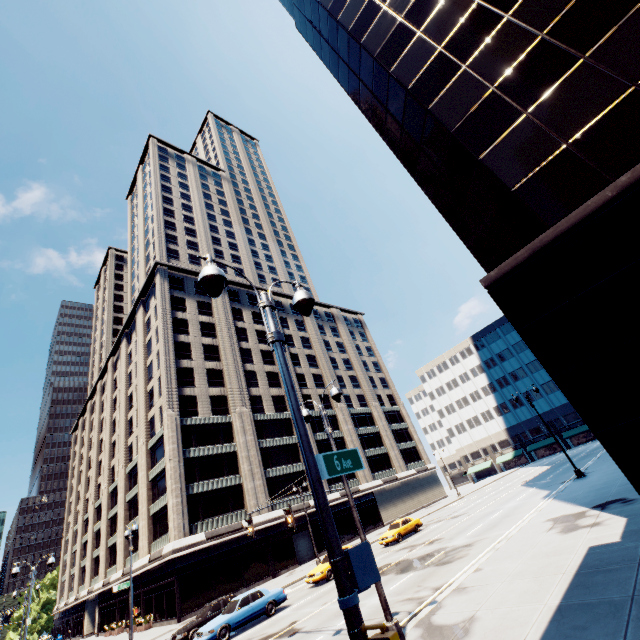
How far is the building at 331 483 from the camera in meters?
45.8 m

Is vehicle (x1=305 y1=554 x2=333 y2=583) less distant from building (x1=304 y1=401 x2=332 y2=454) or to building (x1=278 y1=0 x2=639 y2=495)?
building (x1=304 y1=401 x2=332 y2=454)

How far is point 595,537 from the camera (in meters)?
11.12

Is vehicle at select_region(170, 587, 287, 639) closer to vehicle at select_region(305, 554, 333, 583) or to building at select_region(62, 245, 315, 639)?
vehicle at select_region(305, 554, 333, 583)

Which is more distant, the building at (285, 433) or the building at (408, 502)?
the building at (408, 502)

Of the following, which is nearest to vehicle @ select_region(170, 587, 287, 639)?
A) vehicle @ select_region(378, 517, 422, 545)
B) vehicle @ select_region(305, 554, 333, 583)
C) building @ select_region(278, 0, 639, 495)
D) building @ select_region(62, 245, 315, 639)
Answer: vehicle @ select_region(305, 554, 333, 583)

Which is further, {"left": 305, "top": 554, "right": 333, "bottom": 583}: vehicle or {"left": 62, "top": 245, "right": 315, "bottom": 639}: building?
{"left": 62, "top": 245, "right": 315, "bottom": 639}: building

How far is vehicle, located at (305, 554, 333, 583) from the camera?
22.2 meters
